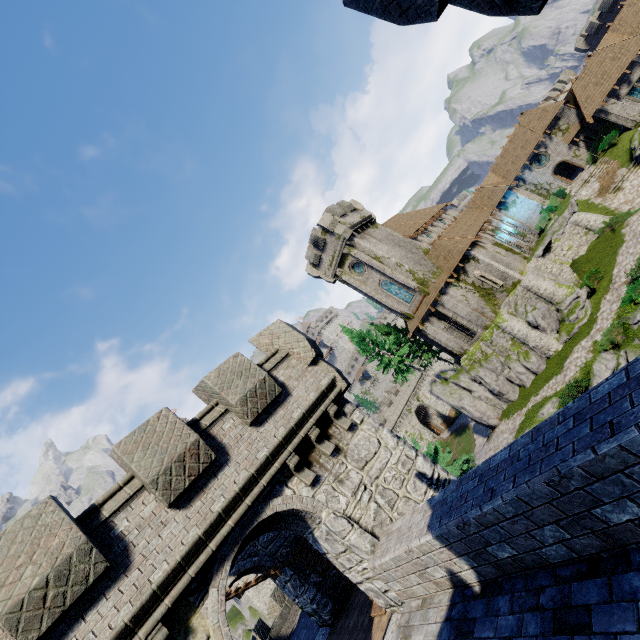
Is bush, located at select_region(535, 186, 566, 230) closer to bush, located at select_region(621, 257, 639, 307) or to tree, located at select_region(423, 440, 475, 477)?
bush, located at select_region(621, 257, 639, 307)

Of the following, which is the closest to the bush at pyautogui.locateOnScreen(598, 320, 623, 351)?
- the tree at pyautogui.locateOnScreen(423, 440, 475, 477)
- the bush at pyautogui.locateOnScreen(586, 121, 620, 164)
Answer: the tree at pyautogui.locateOnScreen(423, 440, 475, 477)

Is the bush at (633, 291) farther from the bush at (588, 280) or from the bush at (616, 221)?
the bush at (616, 221)

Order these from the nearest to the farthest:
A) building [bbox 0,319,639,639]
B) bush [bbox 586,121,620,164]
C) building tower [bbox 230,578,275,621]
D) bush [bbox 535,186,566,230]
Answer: building [bbox 0,319,639,639] → bush [bbox 586,121,620,164] → bush [bbox 535,186,566,230] → building tower [bbox 230,578,275,621]

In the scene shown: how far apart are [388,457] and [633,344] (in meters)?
19.91

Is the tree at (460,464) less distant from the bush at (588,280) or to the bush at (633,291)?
the bush at (633,291)

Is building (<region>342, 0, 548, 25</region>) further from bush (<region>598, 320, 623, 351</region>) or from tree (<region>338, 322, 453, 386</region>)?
tree (<region>338, 322, 453, 386</region>)

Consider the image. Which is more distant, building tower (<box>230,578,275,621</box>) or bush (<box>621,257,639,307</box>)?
building tower (<box>230,578,275,621</box>)
